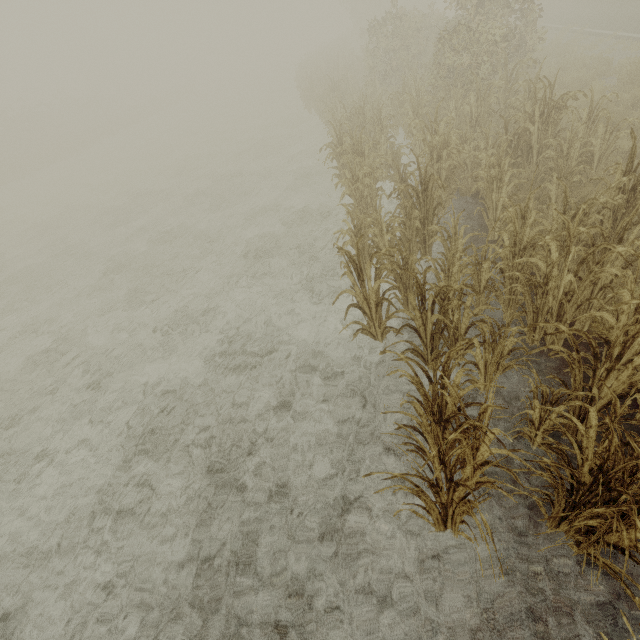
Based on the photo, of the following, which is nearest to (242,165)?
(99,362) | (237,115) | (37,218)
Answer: (99,362)
